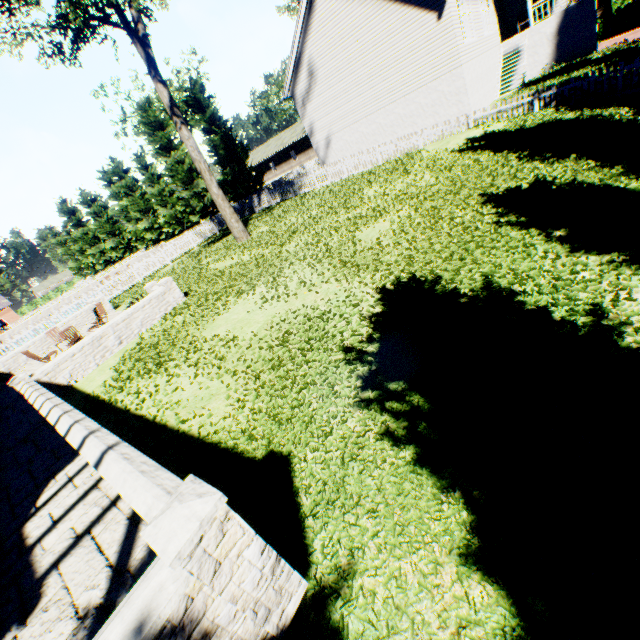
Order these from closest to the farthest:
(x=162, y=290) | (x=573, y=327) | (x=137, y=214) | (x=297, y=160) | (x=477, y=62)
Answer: (x=573, y=327) → (x=162, y=290) → (x=477, y=62) → (x=137, y=214) → (x=297, y=160)

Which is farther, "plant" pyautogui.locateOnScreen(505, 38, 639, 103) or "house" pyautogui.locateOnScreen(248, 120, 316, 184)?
"house" pyautogui.locateOnScreen(248, 120, 316, 184)

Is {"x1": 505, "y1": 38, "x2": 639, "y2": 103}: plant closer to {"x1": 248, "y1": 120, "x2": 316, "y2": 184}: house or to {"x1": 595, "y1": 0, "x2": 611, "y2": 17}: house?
{"x1": 595, "y1": 0, "x2": 611, "y2": 17}: house

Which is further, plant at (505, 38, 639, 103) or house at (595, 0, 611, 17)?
house at (595, 0, 611, 17)

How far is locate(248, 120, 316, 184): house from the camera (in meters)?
48.44

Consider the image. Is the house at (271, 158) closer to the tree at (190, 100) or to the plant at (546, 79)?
the tree at (190, 100)

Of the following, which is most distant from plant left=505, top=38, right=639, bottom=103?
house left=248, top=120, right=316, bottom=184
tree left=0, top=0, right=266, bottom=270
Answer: house left=248, top=120, right=316, bottom=184

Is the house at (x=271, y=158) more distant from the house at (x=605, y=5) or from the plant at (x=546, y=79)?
the plant at (x=546, y=79)
